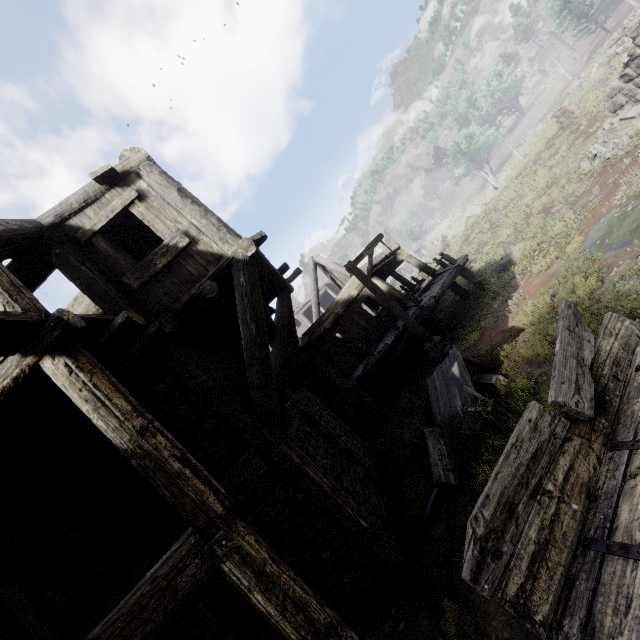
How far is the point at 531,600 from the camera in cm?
210

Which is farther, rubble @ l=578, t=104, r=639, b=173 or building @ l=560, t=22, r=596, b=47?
building @ l=560, t=22, r=596, b=47

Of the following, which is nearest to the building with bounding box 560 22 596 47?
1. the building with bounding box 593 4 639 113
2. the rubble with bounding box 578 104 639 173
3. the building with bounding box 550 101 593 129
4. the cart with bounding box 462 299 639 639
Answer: the building with bounding box 550 101 593 129

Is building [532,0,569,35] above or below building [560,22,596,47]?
→ above

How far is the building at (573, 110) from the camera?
17.7 meters

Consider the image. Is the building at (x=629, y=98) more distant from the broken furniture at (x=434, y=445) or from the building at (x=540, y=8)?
the building at (x=540, y=8)

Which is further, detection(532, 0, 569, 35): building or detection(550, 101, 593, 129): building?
detection(532, 0, 569, 35): building

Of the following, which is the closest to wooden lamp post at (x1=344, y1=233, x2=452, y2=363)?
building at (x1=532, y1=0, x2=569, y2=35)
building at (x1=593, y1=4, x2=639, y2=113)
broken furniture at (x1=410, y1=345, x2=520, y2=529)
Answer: broken furniture at (x1=410, y1=345, x2=520, y2=529)
